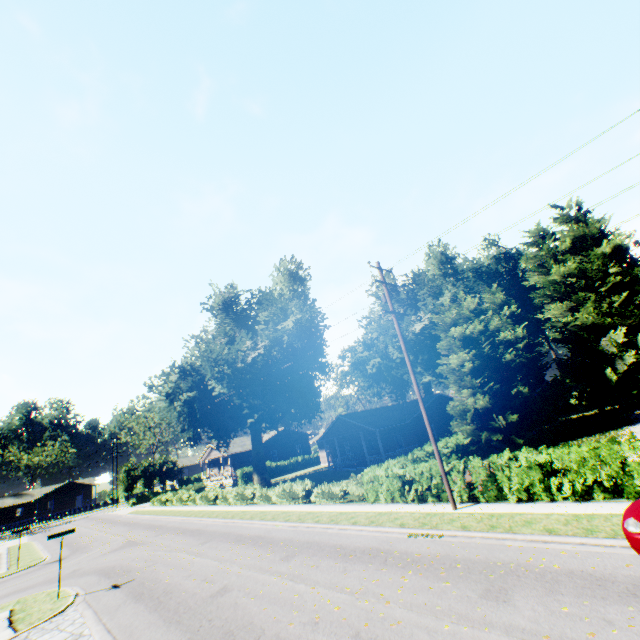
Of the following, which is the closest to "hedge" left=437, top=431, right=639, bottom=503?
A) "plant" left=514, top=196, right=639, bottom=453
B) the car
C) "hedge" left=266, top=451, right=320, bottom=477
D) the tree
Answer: the tree

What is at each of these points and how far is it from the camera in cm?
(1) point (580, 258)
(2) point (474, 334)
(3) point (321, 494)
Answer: (1) plant, 3769
(2) tree, 2930
(3) hedge, 2019

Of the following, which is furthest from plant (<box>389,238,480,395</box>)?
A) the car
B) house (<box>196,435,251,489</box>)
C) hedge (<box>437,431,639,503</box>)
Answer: the car

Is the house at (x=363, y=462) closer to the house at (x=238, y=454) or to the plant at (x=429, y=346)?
the plant at (x=429, y=346)

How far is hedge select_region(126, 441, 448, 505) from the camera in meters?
15.6

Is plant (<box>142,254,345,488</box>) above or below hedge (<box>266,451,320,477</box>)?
above

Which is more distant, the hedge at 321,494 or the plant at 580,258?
the plant at 580,258

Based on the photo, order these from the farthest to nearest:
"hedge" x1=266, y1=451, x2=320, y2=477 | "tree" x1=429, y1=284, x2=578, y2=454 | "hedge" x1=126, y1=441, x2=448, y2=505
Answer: "hedge" x1=266, y1=451, x2=320, y2=477
"tree" x1=429, y1=284, x2=578, y2=454
"hedge" x1=126, y1=441, x2=448, y2=505
